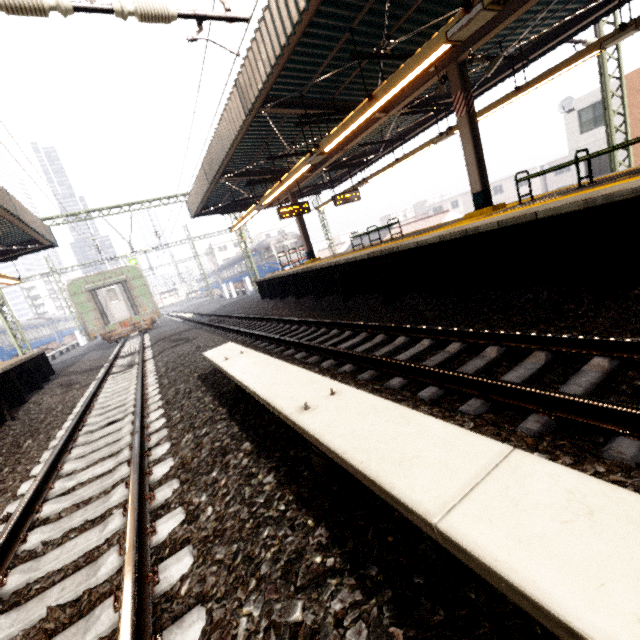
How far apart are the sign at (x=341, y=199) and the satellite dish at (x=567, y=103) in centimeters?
1665cm

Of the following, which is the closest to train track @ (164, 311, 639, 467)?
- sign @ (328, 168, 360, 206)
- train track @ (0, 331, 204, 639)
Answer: train track @ (0, 331, 204, 639)

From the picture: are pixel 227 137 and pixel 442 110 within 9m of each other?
yes

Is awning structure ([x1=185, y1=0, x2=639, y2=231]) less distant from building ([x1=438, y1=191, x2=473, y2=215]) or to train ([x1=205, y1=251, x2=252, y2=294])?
train ([x1=205, y1=251, x2=252, y2=294])

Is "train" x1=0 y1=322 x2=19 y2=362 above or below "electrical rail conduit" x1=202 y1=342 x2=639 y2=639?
above

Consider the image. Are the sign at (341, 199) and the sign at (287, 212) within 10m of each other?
yes

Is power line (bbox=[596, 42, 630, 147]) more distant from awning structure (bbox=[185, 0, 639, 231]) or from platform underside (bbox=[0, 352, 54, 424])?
platform underside (bbox=[0, 352, 54, 424])

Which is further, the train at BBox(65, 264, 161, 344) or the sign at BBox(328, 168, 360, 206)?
the train at BBox(65, 264, 161, 344)
